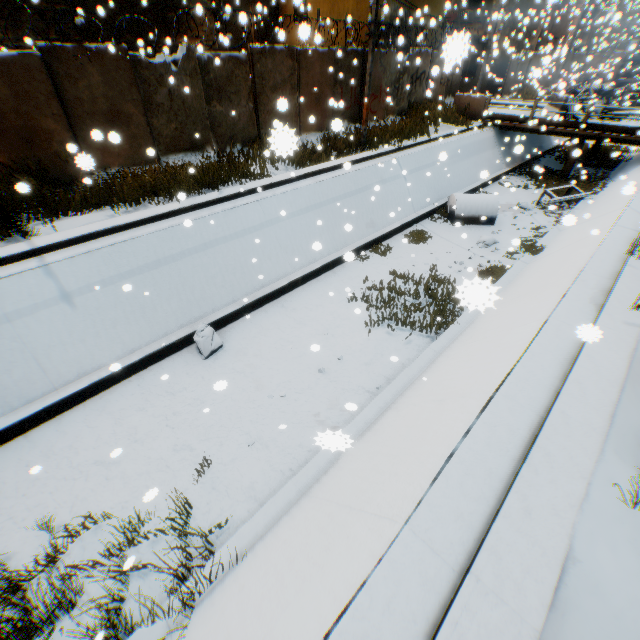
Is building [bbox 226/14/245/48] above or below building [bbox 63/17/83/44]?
above

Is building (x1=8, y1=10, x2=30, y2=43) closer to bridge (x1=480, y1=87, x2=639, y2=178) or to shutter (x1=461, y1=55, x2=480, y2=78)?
shutter (x1=461, y1=55, x2=480, y2=78)

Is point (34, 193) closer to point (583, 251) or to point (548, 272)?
point (548, 272)

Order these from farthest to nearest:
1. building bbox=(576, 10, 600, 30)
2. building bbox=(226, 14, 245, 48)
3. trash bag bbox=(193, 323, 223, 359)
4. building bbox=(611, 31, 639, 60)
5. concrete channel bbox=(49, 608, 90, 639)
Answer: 1. building bbox=(611, 31, 639, 60)
2. building bbox=(576, 10, 600, 30)
3. building bbox=(226, 14, 245, 48)
4. trash bag bbox=(193, 323, 223, 359)
5. concrete channel bbox=(49, 608, 90, 639)

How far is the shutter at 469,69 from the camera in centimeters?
2647cm

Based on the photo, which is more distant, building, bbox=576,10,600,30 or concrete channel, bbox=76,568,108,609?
building, bbox=576,10,600,30

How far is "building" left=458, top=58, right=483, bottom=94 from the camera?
26.48m

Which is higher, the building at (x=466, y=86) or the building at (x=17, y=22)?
the building at (x=17, y=22)
